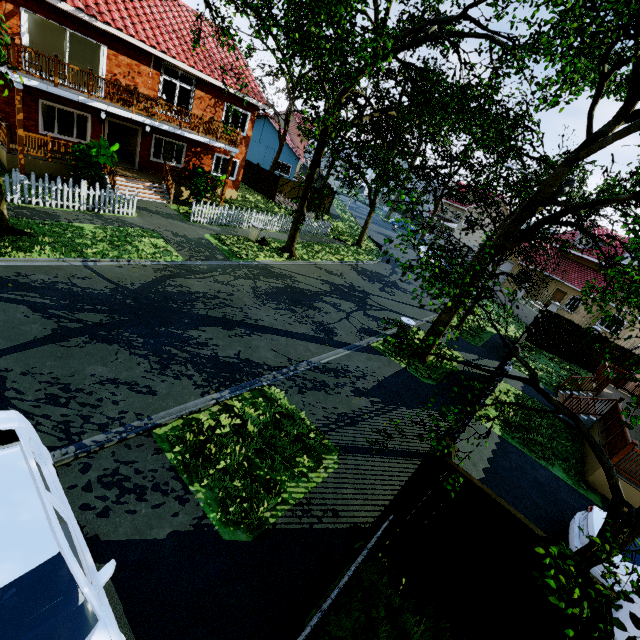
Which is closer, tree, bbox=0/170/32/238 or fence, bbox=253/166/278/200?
tree, bbox=0/170/32/238

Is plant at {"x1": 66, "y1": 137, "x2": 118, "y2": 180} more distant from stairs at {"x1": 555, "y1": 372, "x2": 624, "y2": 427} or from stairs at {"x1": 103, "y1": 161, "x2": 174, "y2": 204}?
stairs at {"x1": 555, "y1": 372, "x2": 624, "y2": 427}

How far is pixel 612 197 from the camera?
7.6 meters

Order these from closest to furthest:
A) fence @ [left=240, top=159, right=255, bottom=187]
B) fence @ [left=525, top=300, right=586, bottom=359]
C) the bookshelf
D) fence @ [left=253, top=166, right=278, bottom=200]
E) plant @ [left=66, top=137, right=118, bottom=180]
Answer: plant @ [left=66, top=137, right=118, bottom=180], the bookshelf, fence @ [left=525, top=300, right=586, bottom=359], fence @ [left=253, top=166, right=278, bottom=200], fence @ [left=240, top=159, right=255, bottom=187]

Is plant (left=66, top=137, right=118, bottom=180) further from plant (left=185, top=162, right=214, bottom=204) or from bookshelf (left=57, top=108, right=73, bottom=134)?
bookshelf (left=57, top=108, right=73, bottom=134)

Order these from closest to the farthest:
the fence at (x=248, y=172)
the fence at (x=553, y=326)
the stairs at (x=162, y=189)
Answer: the stairs at (x=162, y=189), the fence at (x=553, y=326), the fence at (x=248, y=172)

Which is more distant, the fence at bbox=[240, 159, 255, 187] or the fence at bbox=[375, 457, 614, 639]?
the fence at bbox=[240, 159, 255, 187]

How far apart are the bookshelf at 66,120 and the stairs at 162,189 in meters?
4.4 m
